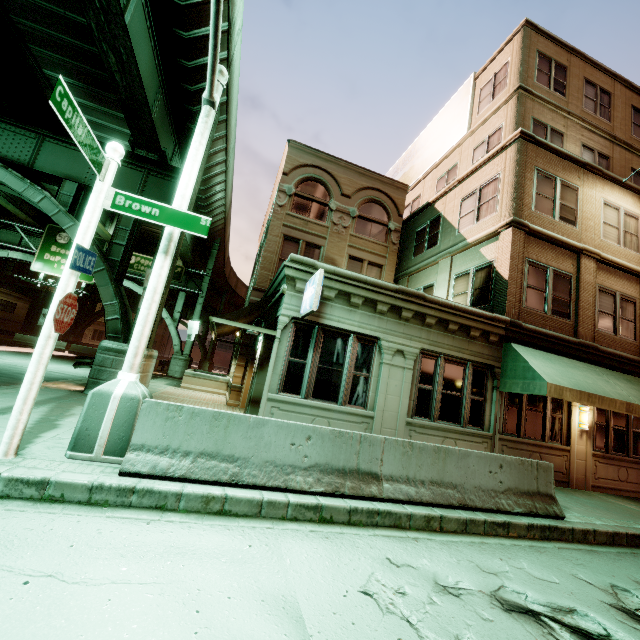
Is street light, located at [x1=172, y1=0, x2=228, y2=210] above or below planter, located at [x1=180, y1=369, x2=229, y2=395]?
above

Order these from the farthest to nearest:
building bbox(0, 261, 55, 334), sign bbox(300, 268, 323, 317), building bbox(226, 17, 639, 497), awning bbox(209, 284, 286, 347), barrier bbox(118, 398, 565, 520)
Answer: building bbox(0, 261, 55, 334)
building bbox(226, 17, 639, 497)
awning bbox(209, 284, 286, 347)
sign bbox(300, 268, 323, 317)
barrier bbox(118, 398, 565, 520)

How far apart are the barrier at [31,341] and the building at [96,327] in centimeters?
2587cm

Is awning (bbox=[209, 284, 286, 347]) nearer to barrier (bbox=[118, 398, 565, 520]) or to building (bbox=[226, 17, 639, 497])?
building (bbox=[226, 17, 639, 497])

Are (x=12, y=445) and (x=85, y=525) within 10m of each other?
yes

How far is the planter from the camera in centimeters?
1781cm

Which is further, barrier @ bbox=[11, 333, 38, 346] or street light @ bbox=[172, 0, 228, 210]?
barrier @ bbox=[11, 333, 38, 346]

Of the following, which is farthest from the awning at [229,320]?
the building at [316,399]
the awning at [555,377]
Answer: the awning at [555,377]
